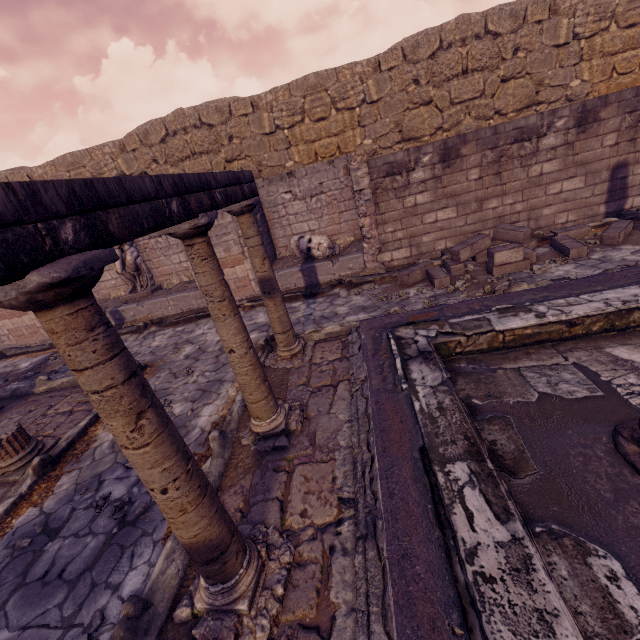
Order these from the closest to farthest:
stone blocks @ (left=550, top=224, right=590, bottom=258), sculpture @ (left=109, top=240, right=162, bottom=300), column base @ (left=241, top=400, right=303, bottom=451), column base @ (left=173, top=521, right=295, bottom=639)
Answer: column base @ (left=173, top=521, right=295, bottom=639) → column base @ (left=241, top=400, right=303, bottom=451) → stone blocks @ (left=550, top=224, right=590, bottom=258) → sculpture @ (left=109, top=240, right=162, bottom=300)

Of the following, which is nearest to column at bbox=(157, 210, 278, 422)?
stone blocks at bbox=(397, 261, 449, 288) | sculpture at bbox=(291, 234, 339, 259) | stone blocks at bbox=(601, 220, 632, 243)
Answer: stone blocks at bbox=(397, 261, 449, 288)

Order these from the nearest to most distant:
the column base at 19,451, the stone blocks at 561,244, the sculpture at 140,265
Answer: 1. the column base at 19,451
2. the stone blocks at 561,244
3. the sculpture at 140,265

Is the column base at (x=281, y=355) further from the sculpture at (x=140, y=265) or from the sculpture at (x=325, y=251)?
the sculpture at (x=140, y=265)

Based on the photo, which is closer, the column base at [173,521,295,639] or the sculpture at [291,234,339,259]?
the column base at [173,521,295,639]

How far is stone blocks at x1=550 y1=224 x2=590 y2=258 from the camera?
6.1 meters

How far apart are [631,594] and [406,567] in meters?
1.2

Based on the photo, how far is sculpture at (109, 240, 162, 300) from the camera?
9.5m
